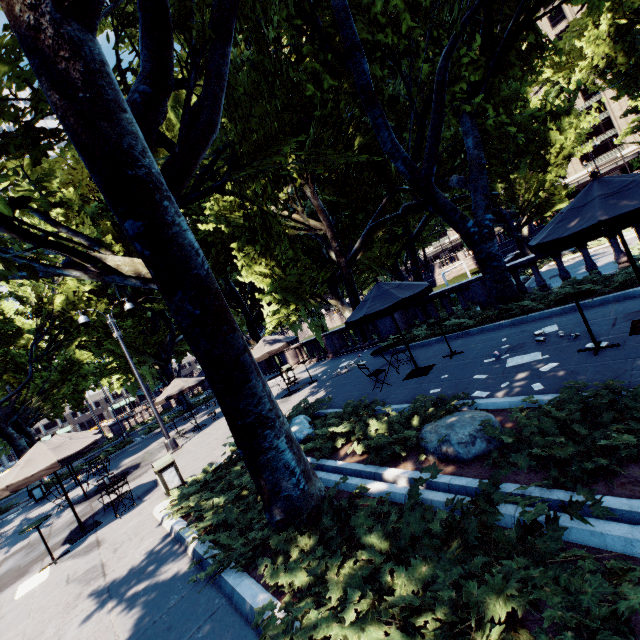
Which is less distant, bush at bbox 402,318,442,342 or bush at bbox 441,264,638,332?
bush at bbox 441,264,638,332

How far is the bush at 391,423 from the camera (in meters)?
5.62

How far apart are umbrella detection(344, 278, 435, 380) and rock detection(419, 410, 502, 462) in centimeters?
322cm

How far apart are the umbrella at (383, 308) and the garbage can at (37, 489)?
21.14m

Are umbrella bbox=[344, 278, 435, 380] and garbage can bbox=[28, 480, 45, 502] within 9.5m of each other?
no

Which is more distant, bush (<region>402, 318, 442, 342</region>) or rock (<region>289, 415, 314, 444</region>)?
bush (<region>402, 318, 442, 342</region>)

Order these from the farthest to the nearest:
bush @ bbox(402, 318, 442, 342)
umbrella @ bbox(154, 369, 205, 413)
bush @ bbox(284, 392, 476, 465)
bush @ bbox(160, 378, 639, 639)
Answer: umbrella @ bbox(154, 369, 205, 413) → bush @ bbox(402, 318, 442, 342) → bush @ bbox(284, 392, 476, 465) → bush @ bbox(160, 378, 639, 639)

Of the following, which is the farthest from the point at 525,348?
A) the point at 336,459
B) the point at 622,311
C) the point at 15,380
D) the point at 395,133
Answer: the point at 15,380
